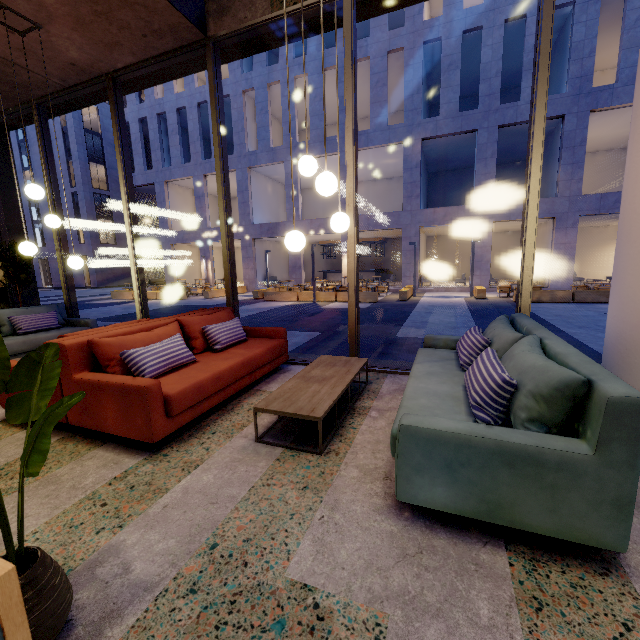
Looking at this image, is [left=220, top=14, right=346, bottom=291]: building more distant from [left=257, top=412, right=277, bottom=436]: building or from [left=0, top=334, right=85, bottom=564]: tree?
[left=0, top=334, right=85, bottom=564]: tree

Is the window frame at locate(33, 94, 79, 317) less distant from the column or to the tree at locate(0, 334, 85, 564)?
the column

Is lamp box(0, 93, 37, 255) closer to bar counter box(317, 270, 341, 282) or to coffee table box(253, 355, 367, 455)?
coffee table box(253, 355, 367, 455)

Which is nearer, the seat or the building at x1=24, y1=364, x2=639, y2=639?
the seat

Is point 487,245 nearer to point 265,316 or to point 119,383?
point 265,316

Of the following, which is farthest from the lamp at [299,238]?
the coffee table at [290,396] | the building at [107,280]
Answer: the building at [107,280]

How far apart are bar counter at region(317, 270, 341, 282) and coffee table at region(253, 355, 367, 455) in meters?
23.7 m

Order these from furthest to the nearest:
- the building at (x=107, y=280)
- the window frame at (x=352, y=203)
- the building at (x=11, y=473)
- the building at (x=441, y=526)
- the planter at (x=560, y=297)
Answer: the building at (x=107, y=280) → the planter at (x=560, y=297) → the window frame at (x=352, y=203) → the building at (x=11, y=473) → the building at (x=441, y=526)
